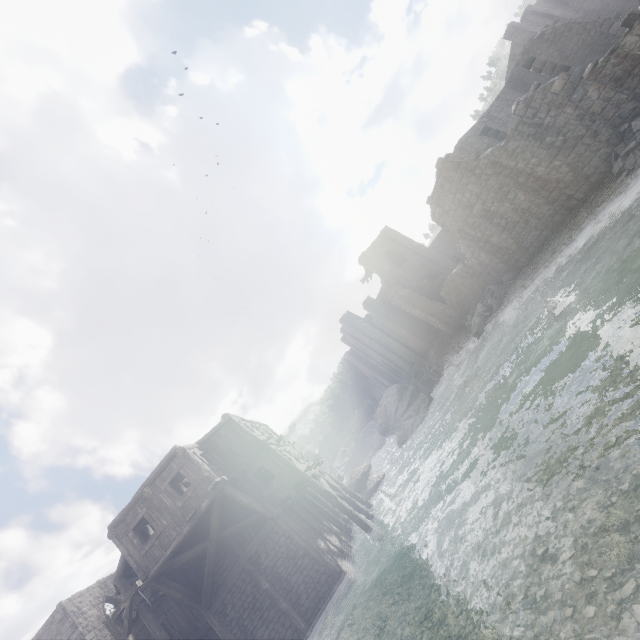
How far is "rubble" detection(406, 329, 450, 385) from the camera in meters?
32.9 m

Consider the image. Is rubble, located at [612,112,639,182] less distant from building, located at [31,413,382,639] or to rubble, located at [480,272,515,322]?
building, located at [31,413,382,639]

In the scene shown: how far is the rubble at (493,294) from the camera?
20.83m

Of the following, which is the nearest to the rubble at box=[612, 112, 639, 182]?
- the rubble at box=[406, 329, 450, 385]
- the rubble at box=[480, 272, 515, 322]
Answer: the rubble at box=[480, 272, 515, 322]

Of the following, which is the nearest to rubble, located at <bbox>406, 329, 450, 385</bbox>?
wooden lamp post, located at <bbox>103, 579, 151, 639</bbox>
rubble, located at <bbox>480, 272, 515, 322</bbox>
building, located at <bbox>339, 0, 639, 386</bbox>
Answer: building, located at <bbox>339, 0, 639, 386</bbox>

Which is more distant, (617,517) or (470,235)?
(470,235)

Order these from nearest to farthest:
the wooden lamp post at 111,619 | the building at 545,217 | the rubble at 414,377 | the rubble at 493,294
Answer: the wooden lamp post at 111,619 < the building at 545,217 < the rubble at 493,294 < the rubble at 414,377

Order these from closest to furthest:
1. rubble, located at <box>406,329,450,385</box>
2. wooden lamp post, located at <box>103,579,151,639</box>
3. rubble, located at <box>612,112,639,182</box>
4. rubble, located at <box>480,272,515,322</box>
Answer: wooden lamp post, located at <box>103,579,151,639</box> < rubble, located at <box>612,112,639,182</box> < rubble, located at <box>480,272,515,322</box> < rubble, located at <box>406,329,450,385</box>
